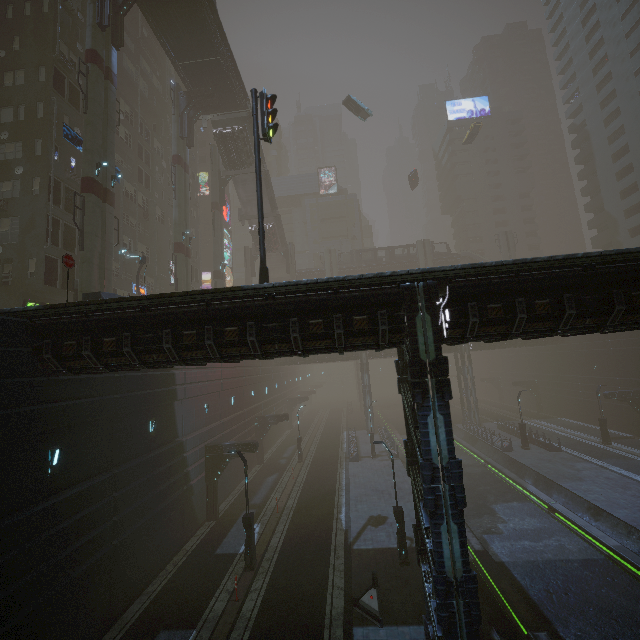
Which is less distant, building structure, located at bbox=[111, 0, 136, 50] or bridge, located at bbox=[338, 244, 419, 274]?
building structure, located at bbox=[111, 0, 136, 50]

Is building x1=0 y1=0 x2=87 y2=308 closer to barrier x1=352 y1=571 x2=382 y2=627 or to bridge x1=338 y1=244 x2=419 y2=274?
barrier x1=352 y1=571 x2=382 y2=627

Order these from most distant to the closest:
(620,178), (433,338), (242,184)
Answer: (620,178) → (242,184) → (433,338)

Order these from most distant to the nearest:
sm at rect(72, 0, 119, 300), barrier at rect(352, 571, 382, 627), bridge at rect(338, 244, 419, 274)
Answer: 1. bridge at rect(338, 244, 419, 274)
2. sm at rect(72, 0, 119, 300)
3. barrier at rect(352, 571, 382, 627)

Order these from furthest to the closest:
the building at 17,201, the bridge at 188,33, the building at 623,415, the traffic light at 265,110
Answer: the bridge at 188,33 → the building at 17,201 → the traffic light at 265,110 → the building at 623,415

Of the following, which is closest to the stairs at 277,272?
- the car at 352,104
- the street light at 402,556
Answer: the car at 352,104

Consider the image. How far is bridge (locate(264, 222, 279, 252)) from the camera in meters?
48.4 m

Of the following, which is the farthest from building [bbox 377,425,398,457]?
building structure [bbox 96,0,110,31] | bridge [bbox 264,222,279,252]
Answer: bridge [bbox 264,222,279,252]
